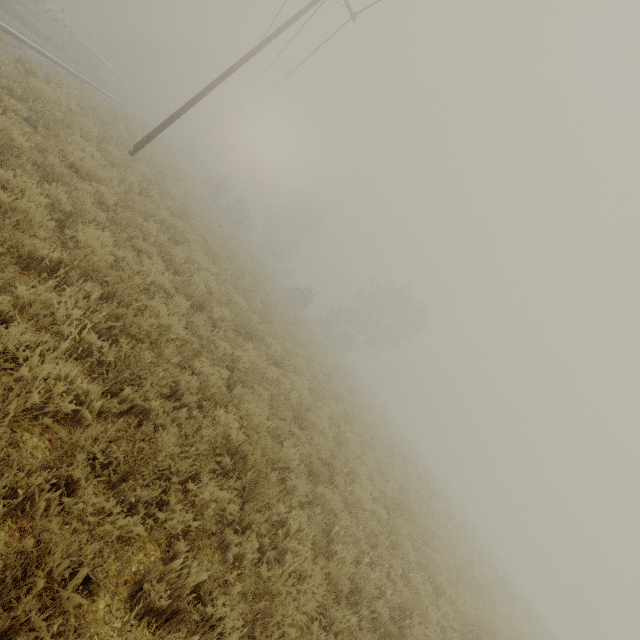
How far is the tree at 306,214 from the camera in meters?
55.0

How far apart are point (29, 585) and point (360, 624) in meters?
4.8

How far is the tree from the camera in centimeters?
5497cm
